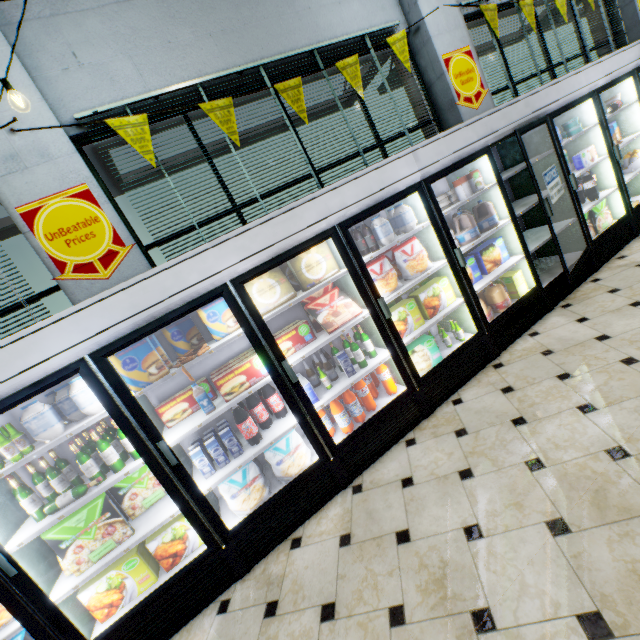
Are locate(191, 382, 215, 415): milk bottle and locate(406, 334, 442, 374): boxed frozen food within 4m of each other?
yes

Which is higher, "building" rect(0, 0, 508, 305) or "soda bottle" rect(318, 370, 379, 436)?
"building" rect(0, 0, 508, 305)

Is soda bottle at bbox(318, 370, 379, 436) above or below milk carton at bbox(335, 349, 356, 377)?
below

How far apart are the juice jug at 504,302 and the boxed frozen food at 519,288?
0.1m

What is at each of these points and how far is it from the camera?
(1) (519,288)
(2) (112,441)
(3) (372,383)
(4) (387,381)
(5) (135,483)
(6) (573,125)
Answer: (1) boxed frozen food, 3.71m
(2) wine bottle, 2.36m
(3) soda bottle, 3.23m
(4) soda bottle, 3.12m
(5) boxed frozen food, 2.50m
(6) ice cream, 4.04m

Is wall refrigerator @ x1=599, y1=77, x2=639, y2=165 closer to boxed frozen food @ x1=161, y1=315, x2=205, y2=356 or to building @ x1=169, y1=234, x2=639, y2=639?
building @ x1=169, y1=234, x2=639, y2=639

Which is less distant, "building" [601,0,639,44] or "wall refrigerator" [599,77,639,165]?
"wall refrigerator" [599,77,639,165]

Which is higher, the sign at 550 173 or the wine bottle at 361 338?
the sign at 550 173
